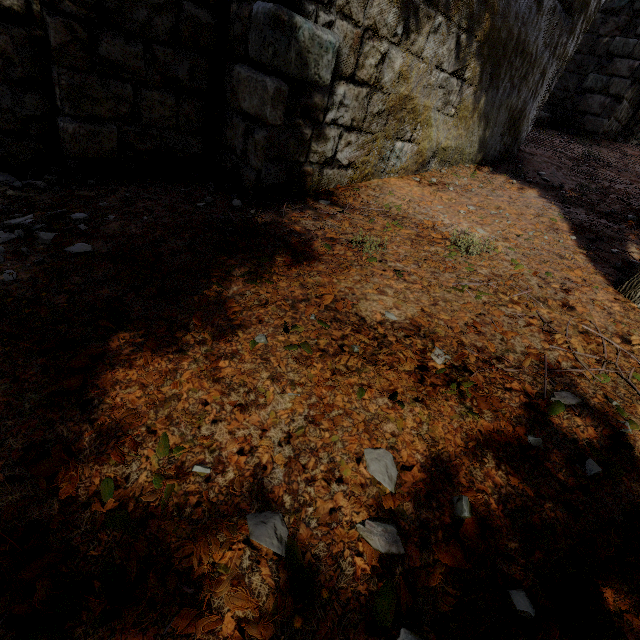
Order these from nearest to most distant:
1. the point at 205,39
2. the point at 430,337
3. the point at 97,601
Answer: the point at 97,601, the point at 430,337, the point at 205,39
